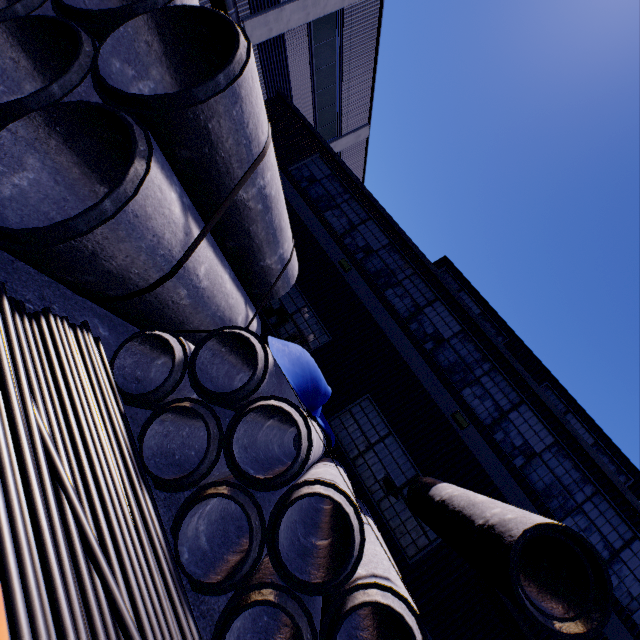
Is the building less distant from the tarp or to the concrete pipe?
the concrete pipe

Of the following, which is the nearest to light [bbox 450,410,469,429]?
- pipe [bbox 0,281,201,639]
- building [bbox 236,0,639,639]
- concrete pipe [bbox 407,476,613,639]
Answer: building [bbox 236,0,639,639]

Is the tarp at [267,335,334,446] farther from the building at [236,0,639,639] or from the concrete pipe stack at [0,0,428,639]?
the building at [236,0,639,639]

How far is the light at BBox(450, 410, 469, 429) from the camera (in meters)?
8.86

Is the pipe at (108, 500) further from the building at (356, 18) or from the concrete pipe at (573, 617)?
the building at (356, 18)

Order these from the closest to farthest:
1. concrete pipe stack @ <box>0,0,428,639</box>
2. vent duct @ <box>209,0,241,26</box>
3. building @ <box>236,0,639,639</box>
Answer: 1. concrete pipe stack @ <box>0,0,428,639</box>
2. building @ <box>236,0,639,639</box>
3. vent duct @ <box>209,0,241,26</box>

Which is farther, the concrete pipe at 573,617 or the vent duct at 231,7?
the vent duct at 231,7

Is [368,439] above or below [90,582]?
above
